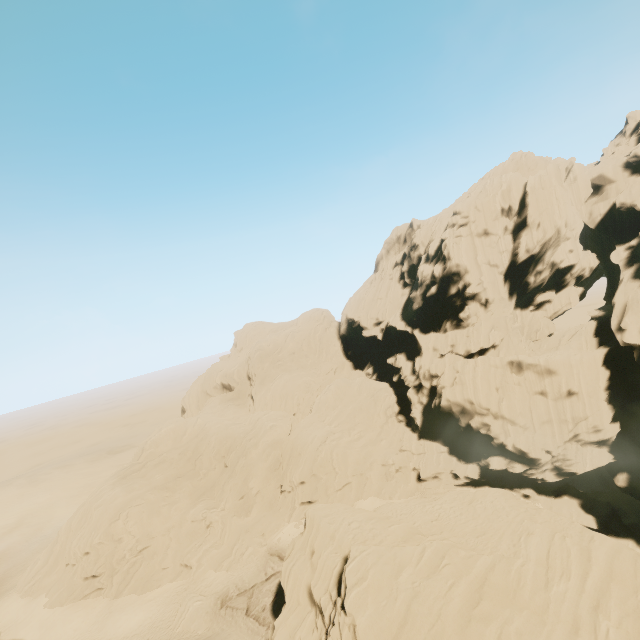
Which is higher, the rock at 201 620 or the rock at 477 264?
the rock at 477 264

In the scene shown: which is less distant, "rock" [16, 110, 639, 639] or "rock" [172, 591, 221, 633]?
"rock" [16, 110, 639, 639]

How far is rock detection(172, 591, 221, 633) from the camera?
31.8 meters

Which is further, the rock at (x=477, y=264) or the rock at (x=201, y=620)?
the rock at (x=201, y=620)

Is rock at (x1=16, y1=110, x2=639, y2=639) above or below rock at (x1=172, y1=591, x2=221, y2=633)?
above

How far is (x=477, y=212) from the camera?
41.2 meters
